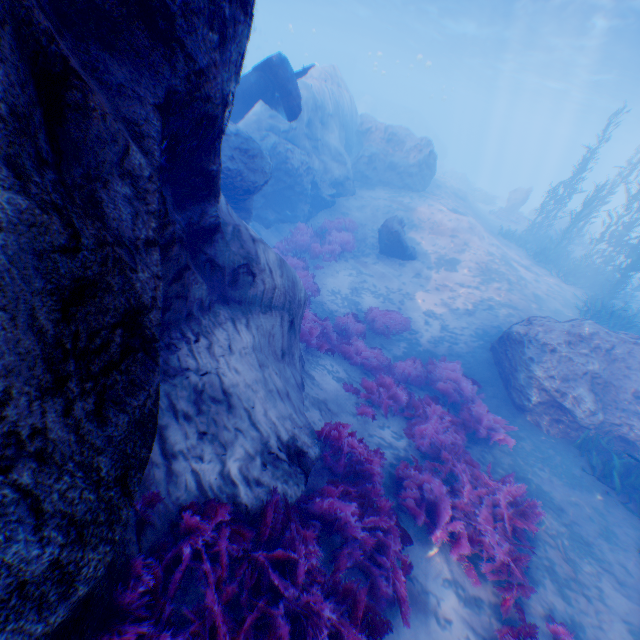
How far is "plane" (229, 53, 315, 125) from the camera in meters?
10.0

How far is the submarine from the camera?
48.31m

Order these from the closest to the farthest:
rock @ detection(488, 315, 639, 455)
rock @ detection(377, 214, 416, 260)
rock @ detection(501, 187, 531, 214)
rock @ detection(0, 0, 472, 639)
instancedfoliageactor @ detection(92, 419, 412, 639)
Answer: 1. rock @ detection(0, 0, 472, 639)
2. instancedfoliageactor @ detection(92, 419, 412, 639)
3. rock @ detection(488, 315, 639, 455)
4. rock @ detection(377, 214, 416, 260)
5. rock @ detection(501, 187, 531, 214)

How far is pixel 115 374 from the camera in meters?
1.7 m

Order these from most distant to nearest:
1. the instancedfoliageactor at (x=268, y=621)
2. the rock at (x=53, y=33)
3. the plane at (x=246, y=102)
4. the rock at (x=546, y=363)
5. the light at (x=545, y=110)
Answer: the light at (x=545, y=110) → the plane at (x=246, y=102) → the rock at (x=546, y=363) → the instancedfoliageactor at (x=268, y=621) → the rock at (x=53, y=33)

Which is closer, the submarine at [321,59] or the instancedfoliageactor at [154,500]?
the instancedfoliageactor at [154,500]

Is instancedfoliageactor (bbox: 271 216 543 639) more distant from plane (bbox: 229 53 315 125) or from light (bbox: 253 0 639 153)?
light (bbox: 253 0 639 153)

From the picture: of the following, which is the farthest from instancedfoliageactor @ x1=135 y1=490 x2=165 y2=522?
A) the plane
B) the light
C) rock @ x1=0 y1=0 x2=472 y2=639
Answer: the light
